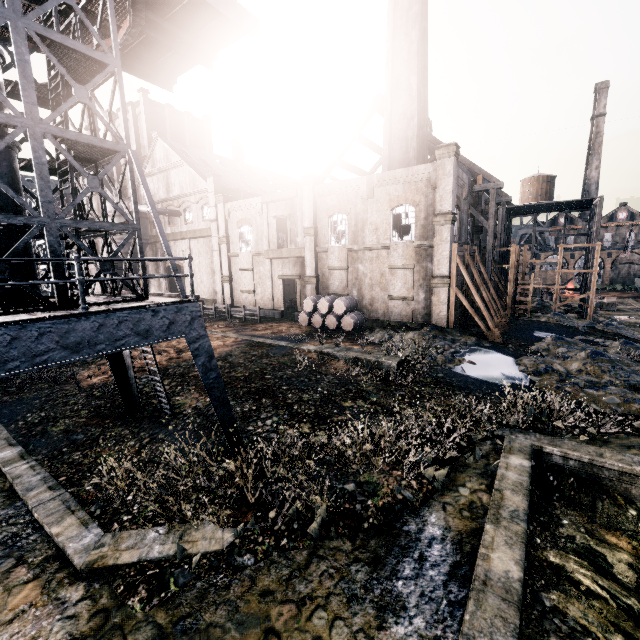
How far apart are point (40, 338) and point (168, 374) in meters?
13.6 m

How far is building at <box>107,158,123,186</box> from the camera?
51.09m

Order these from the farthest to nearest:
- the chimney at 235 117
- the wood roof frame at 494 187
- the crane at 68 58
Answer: the chimney at 235 117 → the wood roof frame at 494 187 → the crane at 68 58

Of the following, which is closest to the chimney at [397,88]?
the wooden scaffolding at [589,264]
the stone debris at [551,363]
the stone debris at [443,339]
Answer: the wooden scaffolding at [589,264]

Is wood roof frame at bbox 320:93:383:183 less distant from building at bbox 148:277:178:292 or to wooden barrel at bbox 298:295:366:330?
building at bbox 148:277:178:292

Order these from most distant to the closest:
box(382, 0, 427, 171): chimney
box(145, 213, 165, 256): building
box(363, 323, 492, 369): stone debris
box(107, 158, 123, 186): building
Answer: box(107, 158, 123, 186): building < box(145, 213, 165, 256): building < box(382, 0, 427, 171): chimney < box(363, 323, 492, 369): stone debris

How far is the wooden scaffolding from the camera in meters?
31.2

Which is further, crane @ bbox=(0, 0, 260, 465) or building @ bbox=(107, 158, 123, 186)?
building @ bbox=(107, 158, 123, 186)
